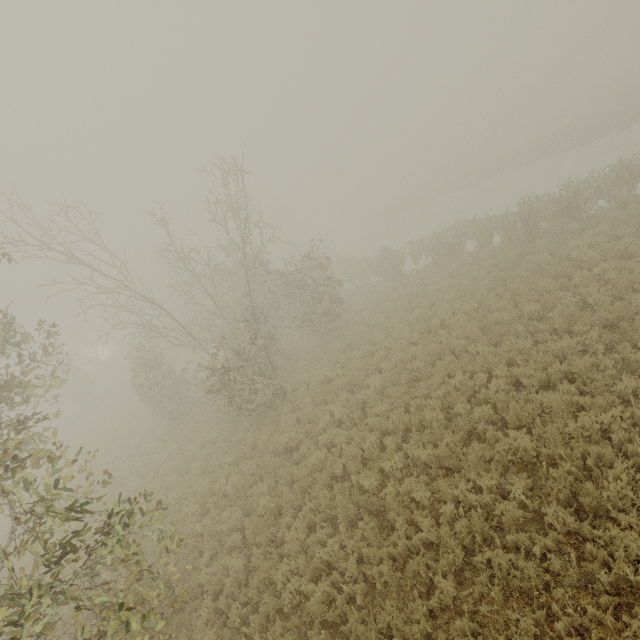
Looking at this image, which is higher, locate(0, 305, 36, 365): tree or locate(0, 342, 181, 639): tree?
locate(0, 305, 36, 365): tree

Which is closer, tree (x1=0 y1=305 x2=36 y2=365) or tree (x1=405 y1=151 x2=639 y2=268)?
tree (x1=0 y1=305 x2=36 y2=365)

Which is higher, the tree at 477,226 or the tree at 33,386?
the tree at 33,386

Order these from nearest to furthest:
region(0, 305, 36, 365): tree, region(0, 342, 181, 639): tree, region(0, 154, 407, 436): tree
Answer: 1. region(0, 342, 181, 639): tree
2. region(0, 305, 36, 365): tree
3. region(0, 154, 407, 436): tree

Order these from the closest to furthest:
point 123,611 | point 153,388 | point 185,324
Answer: point 123,611
point 185,324
point 153,388

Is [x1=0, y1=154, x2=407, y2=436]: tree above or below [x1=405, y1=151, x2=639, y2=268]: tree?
above

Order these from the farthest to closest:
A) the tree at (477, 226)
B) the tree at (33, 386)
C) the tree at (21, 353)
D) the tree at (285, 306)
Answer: the tree at (477, 226)
the tree at (285, 306)
the tree at (21, 353)
the tree at (33, 386)

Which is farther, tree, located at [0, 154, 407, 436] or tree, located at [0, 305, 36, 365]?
tree, located at [0, 154, 407, 436]
